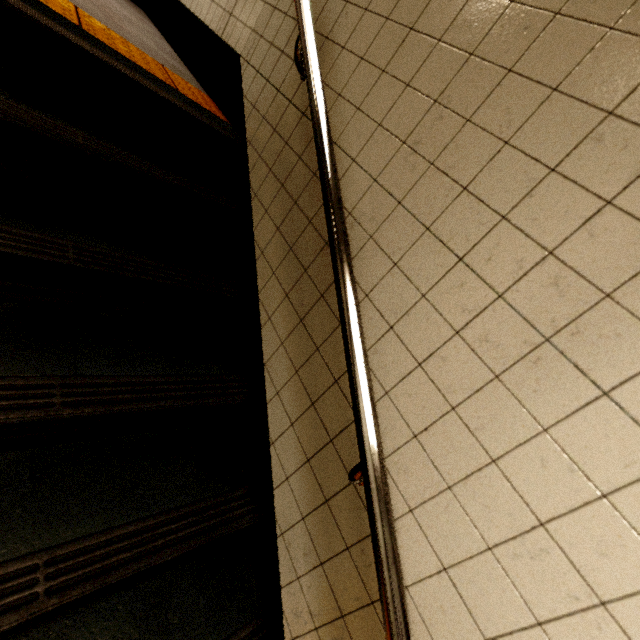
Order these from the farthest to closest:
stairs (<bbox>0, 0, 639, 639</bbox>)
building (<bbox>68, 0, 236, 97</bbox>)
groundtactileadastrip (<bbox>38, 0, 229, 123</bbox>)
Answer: building (<bbox>68, 0, 236, 97</bbox>) < groundtactileadastrip (<bbox>38, 0, 229, 123</bbox>) < stairs (<bbox>0, 0, 639, 639</bbox>)

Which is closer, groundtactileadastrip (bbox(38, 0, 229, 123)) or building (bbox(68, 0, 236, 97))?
groundtactileadastrip (bbox(38, 0, 229, 123))

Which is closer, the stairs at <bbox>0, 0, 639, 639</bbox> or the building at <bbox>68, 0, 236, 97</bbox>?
the stairs at <bbox>0, 0, 639, 639</bbox>

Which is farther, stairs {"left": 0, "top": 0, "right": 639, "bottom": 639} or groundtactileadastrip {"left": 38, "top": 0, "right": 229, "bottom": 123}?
groundtactileadastrip {"left": 38, "top": 0, "right": 229, "bottom": 123}

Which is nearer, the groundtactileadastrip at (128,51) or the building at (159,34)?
the groundtactileadastrip at (128,51)

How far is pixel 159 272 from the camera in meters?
1.3

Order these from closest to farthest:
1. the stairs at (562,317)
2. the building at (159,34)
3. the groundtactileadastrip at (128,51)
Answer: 1. the stairs at (562,317)
2. the groundtactileadastrip at (128,51)
3. the building at (159,34)
